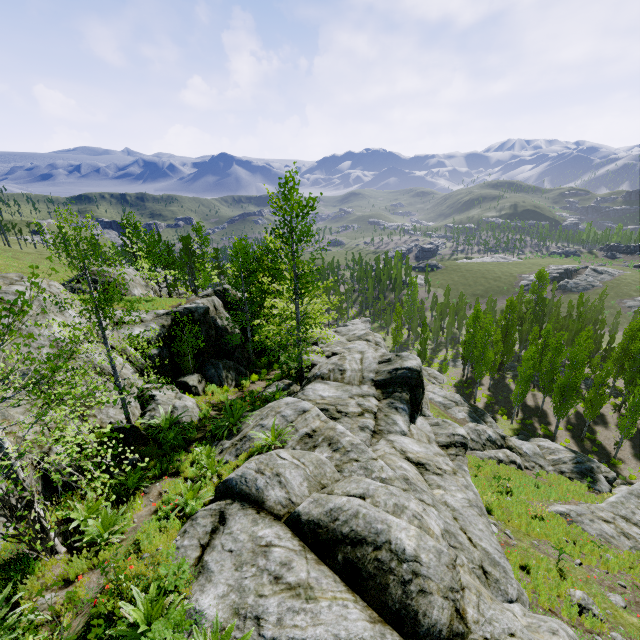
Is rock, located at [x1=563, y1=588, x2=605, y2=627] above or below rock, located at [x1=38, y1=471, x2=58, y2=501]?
below

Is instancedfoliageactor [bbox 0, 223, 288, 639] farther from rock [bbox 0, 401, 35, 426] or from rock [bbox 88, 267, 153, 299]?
rock [bbox 88, 267, 153, 299]

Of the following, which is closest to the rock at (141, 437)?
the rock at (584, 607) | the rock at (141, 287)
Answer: the rock at (584, 607)

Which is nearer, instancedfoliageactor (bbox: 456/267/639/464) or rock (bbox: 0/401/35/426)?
rock (bbox: 0/401/35/426)

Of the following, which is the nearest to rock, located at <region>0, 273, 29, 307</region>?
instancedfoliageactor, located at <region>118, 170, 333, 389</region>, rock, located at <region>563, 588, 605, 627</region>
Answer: instancedfoliageactor, located at <region>118, 170, 333, 389</region>

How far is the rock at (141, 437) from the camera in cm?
1040

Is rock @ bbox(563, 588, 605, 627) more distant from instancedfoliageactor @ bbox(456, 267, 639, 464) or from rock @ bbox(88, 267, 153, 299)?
rock @ bbox(88, 267, 153, 299)

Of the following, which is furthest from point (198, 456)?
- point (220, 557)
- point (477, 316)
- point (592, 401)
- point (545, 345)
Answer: point (545, 345)
